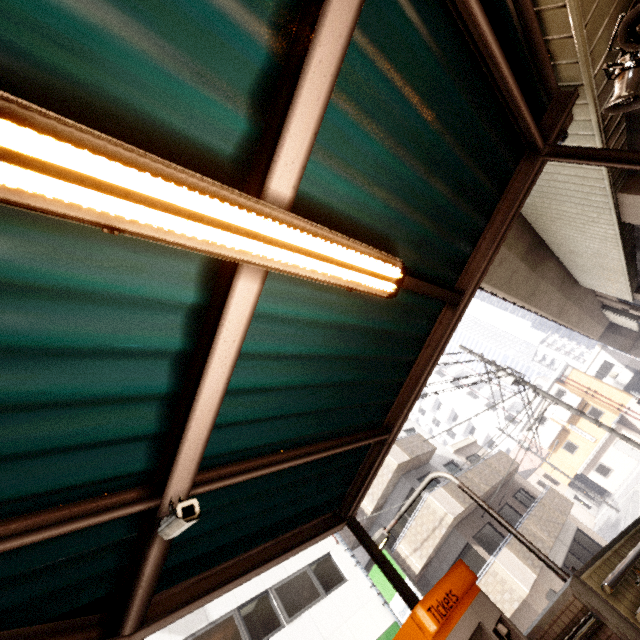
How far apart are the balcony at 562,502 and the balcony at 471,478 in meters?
1.6 m

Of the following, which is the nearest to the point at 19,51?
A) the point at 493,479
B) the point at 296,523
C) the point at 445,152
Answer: the point at 445,152

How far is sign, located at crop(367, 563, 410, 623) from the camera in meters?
11.1 m

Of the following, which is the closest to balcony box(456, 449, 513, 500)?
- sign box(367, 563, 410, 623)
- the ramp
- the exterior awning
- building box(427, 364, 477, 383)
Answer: sign box(367, 563, 410, 623)

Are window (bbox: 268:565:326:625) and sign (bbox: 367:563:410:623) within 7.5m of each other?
yes

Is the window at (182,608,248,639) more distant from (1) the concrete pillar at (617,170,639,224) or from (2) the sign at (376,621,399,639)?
(1) the concrete pillar at (617,170,639,224)

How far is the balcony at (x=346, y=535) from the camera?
16.6 meters

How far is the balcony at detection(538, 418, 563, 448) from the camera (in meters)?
34.42
